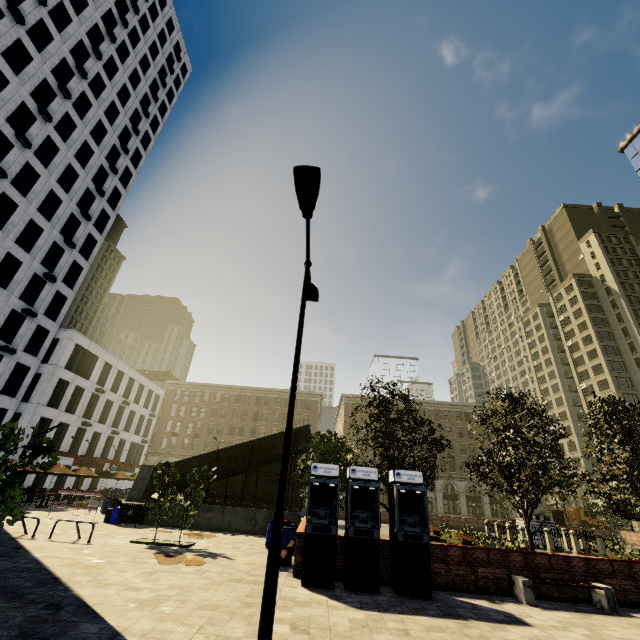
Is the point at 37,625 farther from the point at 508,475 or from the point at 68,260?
the point at 68,260

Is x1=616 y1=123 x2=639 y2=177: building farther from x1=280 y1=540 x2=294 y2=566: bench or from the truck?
x1=280 y1=540 x2=294 y2=566: bench

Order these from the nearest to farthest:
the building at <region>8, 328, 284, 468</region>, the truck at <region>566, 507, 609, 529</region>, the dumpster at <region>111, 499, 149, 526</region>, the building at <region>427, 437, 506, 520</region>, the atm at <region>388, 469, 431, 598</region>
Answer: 1. the atm at <region>388, 469, 431, 598</region>
2. the dumpster at <region>111, 499, 149, 526</region>
3. the building at <region>8, 328, 284, 468</region>
4. the truck at <region>566, 507, 609, 529</region>
5. the building at <region>427, 437, 506, 520</region>

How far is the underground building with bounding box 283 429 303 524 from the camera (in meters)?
19.38

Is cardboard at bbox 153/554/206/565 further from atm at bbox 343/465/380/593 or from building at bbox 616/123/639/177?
building at bbox 616/123/639/177

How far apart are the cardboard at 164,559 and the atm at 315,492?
3.4 meters

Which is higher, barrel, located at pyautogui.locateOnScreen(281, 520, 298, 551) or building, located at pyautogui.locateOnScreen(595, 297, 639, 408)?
building, located at pyautogui.locateOnScreen(595, 297, 639, 408)

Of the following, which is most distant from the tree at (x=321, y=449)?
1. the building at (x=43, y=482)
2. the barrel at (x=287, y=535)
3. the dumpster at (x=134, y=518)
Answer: the building at (x=43, y=482)
